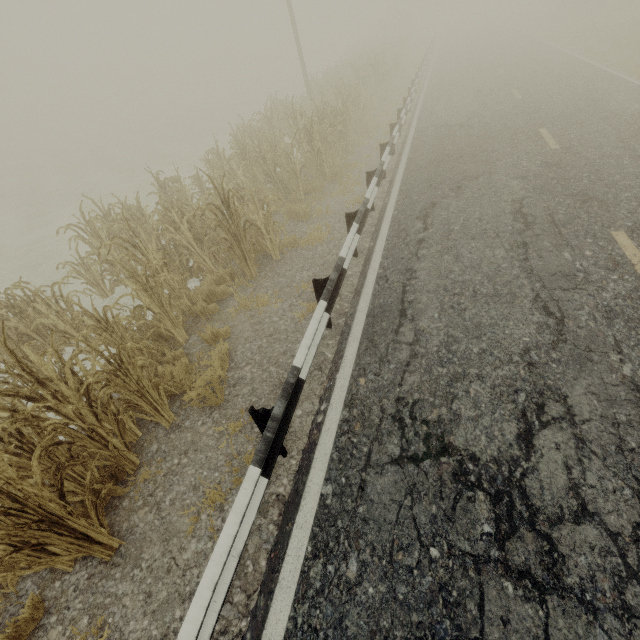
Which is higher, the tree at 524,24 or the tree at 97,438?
the tree at 97,438

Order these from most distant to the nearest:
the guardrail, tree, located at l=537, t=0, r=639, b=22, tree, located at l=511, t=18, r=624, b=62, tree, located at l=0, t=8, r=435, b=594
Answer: tree, located at l=537, t=0, r=639, b=22
tree, located at l=511, t=18, r=624, b=62
tree, located at l=0, t=8, r=435, b=594
the guardrail

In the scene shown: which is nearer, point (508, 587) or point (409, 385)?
point (508, 587)

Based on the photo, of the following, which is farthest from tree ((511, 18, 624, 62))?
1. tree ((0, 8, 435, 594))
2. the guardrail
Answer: tree ((0, 8, 435, 594))

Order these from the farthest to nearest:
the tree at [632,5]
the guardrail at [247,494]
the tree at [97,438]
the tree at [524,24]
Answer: the tree at [632,5], the tree at [524,24], the tree at [97,438], the guardrail at [247,494]

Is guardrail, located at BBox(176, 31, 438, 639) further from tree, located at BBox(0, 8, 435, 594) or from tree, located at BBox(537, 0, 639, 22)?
tree, located at BBox(537, 0, 639, 22)
